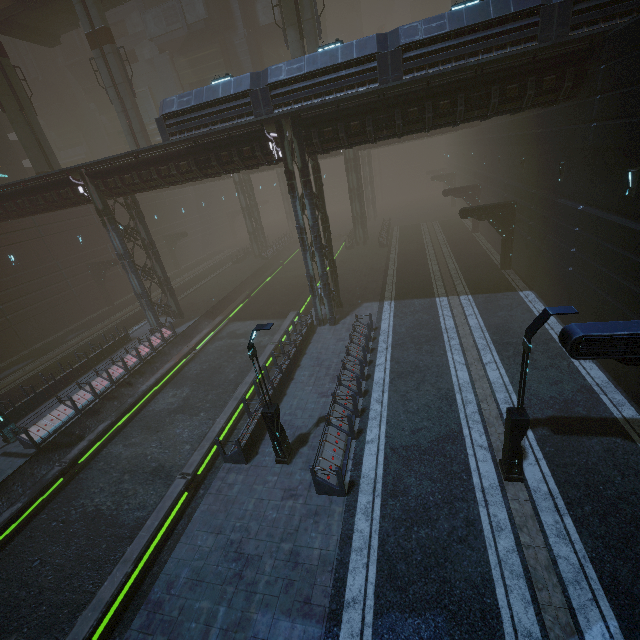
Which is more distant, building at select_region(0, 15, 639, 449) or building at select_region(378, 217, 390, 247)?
building at select_region(378, 217, 390, 247)

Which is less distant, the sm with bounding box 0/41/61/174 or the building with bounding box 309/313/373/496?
the building with bounding box 309/313/373/496

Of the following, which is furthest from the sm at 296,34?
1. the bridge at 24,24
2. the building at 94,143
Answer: the building at 94,143

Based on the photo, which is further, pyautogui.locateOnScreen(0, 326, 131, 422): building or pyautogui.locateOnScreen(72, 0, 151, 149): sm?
pyautogui.locateOnScreen(72, 0, 151, 149): sm

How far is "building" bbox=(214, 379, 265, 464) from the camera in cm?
1198

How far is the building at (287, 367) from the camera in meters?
15.2

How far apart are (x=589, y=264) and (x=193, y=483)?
18.77m

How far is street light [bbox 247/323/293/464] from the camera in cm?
974
